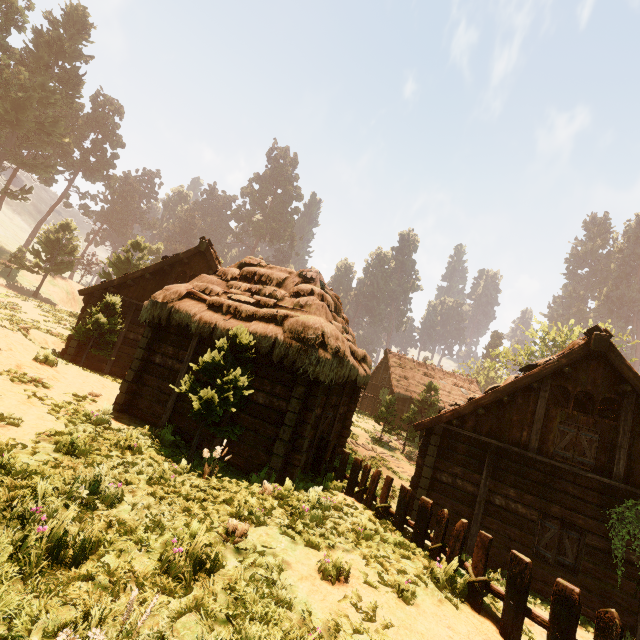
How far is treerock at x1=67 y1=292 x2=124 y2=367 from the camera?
14.0 meters

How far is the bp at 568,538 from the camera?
9.1m

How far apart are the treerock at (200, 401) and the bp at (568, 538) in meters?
9.7 m

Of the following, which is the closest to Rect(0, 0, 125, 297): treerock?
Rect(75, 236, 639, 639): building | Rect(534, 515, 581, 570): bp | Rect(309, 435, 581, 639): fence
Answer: Rect(75, 236, 639, 639): building

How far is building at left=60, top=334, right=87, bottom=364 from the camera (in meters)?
15.23

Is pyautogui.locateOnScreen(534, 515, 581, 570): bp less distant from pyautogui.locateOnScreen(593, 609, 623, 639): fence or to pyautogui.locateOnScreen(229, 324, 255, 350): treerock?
pyautogui.locateOnScreen(593, 609, 623, 639): fence

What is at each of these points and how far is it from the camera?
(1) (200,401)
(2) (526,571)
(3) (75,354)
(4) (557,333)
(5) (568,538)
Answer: (1) treerock, 7.4 meters
(2) fence, 4.6 meters
(3) building, 15.5 meters
(4) treerock, 34.2 meters
(5) bp, 9.3 meters
